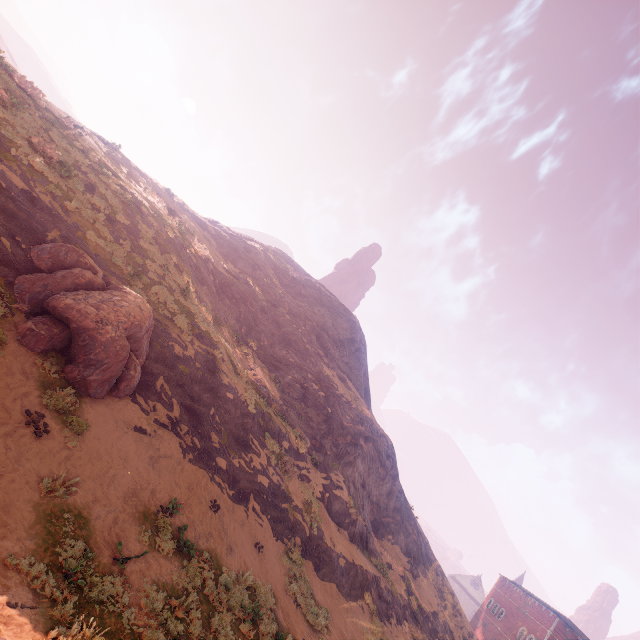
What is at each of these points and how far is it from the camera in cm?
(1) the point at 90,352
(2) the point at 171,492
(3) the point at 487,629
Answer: (1) instancedfoliageactor, 996
(2) z, 1055
(3) building, 4678

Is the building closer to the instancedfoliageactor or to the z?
the z

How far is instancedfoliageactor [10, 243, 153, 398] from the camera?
9.80m

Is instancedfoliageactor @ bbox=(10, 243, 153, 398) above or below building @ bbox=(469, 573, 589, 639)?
below

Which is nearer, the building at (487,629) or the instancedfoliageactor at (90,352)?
the instancedfoliageactor at (90,352)

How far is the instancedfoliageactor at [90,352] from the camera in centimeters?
980cm

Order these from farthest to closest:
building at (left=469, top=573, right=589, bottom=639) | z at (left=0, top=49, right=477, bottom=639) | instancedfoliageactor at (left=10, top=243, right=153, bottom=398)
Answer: building at (left=469, top=573, right=589, bottom=639)
instancedfoliageactor at (left=10, top=243, right=153, bottom=398)
z at (left=0, top=49, right=477, bottom=639)
